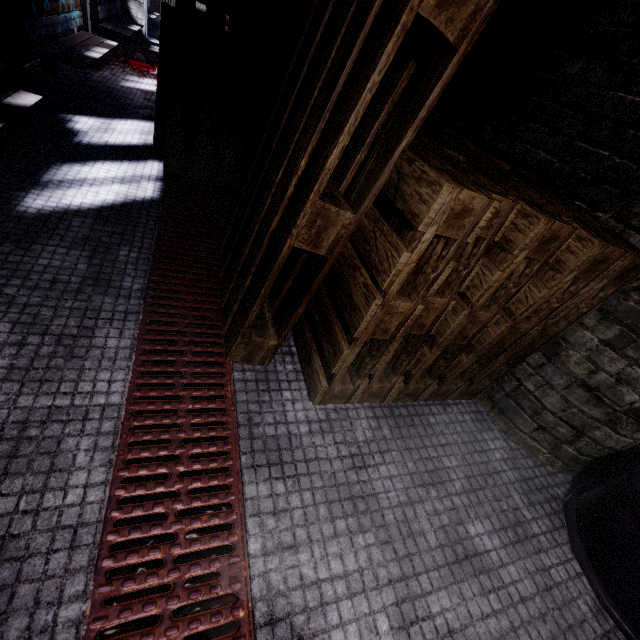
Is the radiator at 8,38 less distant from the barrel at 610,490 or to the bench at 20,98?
the bench at 20,98

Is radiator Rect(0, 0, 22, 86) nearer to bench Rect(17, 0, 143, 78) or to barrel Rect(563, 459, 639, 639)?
bench Rect(17, 0, 143, 78)

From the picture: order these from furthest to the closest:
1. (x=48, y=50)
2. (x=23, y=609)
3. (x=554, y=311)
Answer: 1. (x=48, y=50)
2. (x=554, y=311)
3. (x=23, y=609)

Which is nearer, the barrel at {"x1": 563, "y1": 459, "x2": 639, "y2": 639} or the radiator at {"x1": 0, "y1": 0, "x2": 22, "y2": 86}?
the barrel at {"x1": 563, "y1": 459, "x2": 639, "y2": 639}

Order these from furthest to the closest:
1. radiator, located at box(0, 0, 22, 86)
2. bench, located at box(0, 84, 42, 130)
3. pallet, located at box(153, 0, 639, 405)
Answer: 1. radiator, located at box(0, 0, 22, 86)
2. bench, located at box(0, 84, 42, 130)
3. pallet, located at box(153, 0, 639, 405)

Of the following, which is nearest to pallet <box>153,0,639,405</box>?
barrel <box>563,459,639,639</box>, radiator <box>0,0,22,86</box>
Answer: barrel <box>563,459,639,639</box>

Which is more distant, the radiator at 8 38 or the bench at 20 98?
the radiator at 8 38

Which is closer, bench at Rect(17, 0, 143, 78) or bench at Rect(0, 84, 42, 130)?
bench at Rect(0, 84, 42, 130)
